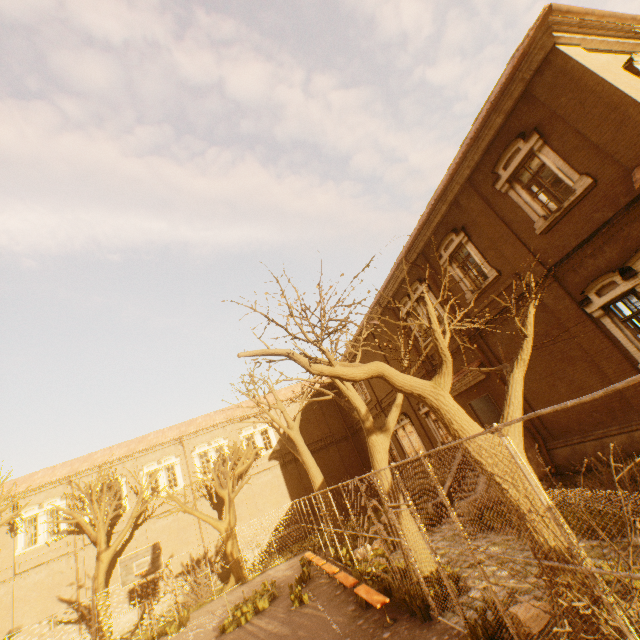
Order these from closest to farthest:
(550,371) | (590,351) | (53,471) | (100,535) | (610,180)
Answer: (610,180), (590,351), (550,371), (100,535), (53,471)

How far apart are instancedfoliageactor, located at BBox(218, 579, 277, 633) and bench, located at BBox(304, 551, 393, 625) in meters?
4.0

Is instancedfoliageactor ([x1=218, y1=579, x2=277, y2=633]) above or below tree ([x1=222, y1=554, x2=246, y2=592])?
below

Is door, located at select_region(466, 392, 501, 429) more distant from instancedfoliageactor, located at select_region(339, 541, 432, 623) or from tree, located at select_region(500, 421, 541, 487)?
instancedfoliageactor, located at select_region(339, 541, 432, 623)

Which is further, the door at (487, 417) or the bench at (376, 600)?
the door at (487, 417)

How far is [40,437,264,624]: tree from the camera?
19.3 meters

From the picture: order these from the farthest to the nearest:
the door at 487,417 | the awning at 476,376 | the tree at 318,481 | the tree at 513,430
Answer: the awning at 476,376 < the door at 487,417 < the tree at 318,481 < the tree at 513,430

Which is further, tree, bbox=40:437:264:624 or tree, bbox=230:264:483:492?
tree, bbox=40:437:264:624
